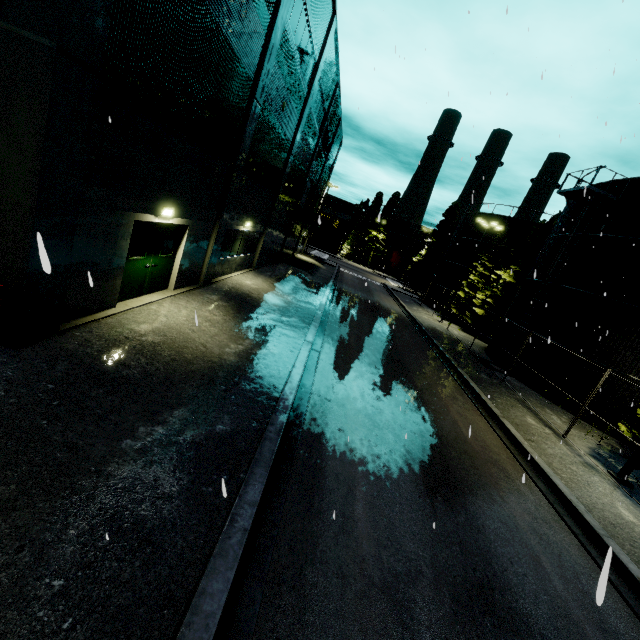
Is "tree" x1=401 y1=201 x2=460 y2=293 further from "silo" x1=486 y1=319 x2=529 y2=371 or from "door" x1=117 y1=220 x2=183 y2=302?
"door" x1=117 y1=220 x2=183 y2=302

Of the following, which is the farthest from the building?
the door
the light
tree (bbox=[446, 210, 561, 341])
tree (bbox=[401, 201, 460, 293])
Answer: tree (bbox=[446, 210, 561, 341])

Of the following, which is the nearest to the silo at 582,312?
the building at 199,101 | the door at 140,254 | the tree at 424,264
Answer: the building at 199,101

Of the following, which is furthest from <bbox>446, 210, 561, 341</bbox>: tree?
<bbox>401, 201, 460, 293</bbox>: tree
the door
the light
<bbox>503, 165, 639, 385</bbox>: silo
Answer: the light

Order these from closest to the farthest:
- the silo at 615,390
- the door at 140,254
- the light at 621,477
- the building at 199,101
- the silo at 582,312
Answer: the building at 199,101, the door at 140,254, the light at 621,477, the silo at 615,390, the silo at 582,312

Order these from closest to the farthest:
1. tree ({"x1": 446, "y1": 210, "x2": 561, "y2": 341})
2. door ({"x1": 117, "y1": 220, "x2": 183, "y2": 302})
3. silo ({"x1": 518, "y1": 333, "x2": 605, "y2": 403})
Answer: door ({"x1": 117, "y1": 220, "x2": 183, "y2": 302}), silo ({"x1": 518, "y1": 333, "x2": 605, "y2": 403}), tree ({"x1": 446, "y1": 210, "x2": 561, "y2": 341})

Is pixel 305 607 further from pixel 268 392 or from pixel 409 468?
pixel 268 392

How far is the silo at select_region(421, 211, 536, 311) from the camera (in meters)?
33.06
